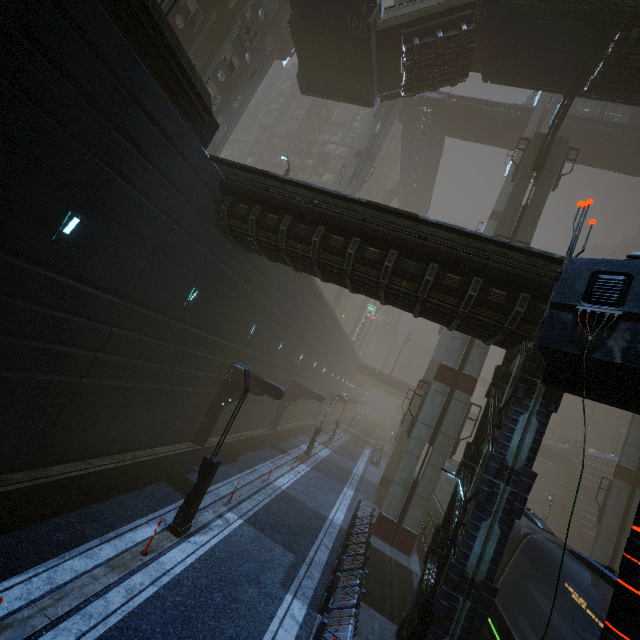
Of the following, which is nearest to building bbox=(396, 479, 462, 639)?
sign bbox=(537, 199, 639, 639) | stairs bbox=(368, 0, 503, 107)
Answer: sign bbox=(537, 199, 639, 639)

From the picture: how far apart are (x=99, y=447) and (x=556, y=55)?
31.1m

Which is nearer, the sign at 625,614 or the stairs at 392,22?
the sign at 625,614

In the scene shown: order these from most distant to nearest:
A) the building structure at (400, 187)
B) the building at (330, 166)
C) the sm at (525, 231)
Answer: the building at (330, 166)
the building structure at (400, 187)
the sm at (525, 231)

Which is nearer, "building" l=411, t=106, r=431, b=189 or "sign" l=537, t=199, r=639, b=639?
"sign" l=537, t=199, r=639, b=639

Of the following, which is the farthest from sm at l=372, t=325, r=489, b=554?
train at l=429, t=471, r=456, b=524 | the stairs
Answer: the stairs

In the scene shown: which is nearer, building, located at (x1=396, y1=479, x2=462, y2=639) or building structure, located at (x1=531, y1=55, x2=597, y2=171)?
building, located at (x1=396, y1=479, x2=462, y2=639)

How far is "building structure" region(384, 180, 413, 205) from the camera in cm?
5350
